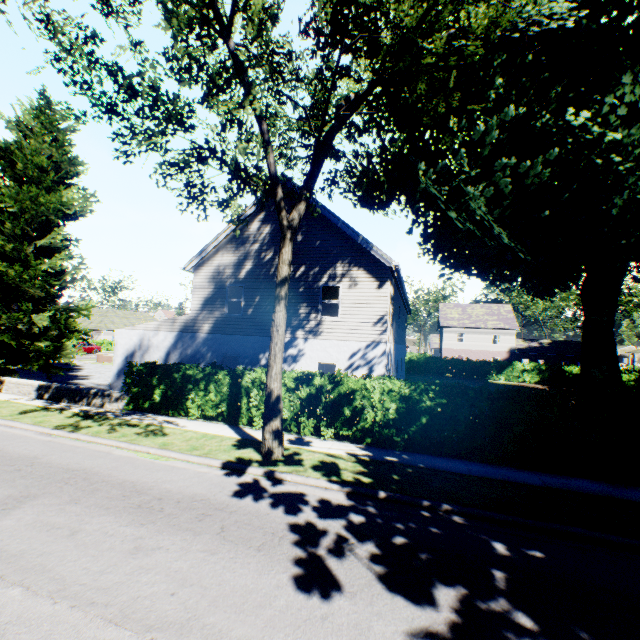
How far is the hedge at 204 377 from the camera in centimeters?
1208cm

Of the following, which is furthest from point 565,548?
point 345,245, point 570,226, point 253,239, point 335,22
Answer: point 570,226

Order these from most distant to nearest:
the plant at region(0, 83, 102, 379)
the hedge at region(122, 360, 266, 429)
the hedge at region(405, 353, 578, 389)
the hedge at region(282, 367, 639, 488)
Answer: the hedge at region(405, 353, 578, 389)
the plant at region(0, 83, 102, 379)
the hedge at region(122, 360, 266, 429)
the hedge at region(282, 367, 639, 488)

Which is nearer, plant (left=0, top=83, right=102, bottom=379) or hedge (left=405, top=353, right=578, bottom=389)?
plant (left=0, top=83, right=102, bottom=379)

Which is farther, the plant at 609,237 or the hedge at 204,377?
the hedge at 204,377

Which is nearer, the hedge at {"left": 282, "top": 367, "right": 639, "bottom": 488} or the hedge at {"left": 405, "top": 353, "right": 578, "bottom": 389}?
the hedge at {"left": 282, "top": 367, "right": 639, "bottom": 488}

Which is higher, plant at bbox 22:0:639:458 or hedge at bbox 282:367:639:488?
plant at bbox 22:0:639:458
